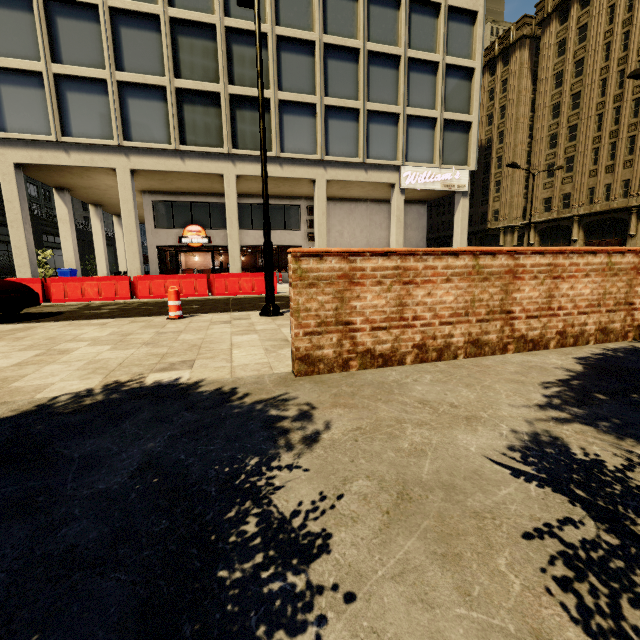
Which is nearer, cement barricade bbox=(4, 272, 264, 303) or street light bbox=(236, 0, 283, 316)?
street light bbox=(236, 0, 283, 316)

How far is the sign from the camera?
19.30m

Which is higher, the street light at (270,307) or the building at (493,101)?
the building at (493,101)

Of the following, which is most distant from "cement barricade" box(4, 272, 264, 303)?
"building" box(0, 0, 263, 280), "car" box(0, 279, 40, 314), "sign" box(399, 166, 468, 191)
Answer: "sign" box(399, 166, 468, 191)

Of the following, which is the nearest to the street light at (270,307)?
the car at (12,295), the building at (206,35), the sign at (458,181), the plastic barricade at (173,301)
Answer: the plastic barricade at (173,301)

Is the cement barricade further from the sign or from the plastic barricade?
the sign

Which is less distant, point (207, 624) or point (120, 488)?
point (207, 624)

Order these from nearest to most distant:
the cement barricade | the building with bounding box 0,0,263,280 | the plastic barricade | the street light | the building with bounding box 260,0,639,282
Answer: the street light, the plastic barricade, the cement barricade, the building with bounding box 0,0,263,280, the building with bounding box 260,0,639,282
